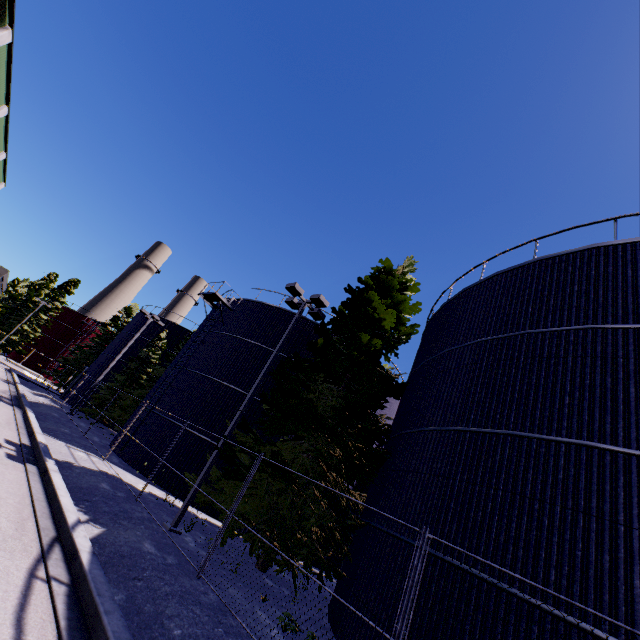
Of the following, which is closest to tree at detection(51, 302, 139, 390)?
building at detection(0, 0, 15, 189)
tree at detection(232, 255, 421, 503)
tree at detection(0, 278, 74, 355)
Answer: building at detection(0, 0, 15, 189)

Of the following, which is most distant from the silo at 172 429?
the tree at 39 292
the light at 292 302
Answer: the tree at 39 292

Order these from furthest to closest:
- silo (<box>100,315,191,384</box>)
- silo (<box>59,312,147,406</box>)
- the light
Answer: silo (<box>100,315,191,384</box>) → silo (<box>59,312,147,406</box>) → the light

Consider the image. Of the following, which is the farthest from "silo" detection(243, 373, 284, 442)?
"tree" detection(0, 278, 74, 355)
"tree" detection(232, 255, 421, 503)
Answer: "tree" detection(0, 278, 74, 355)

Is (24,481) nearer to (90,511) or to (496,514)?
(90,511)

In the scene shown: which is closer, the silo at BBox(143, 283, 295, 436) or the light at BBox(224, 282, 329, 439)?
the light at BBox(224, 282, 329, 439)

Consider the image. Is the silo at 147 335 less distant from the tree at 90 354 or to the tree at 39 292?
the tree at 90 354

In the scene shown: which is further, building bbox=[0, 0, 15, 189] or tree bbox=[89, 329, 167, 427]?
tree bbox=[89, 329, 167, 427]
